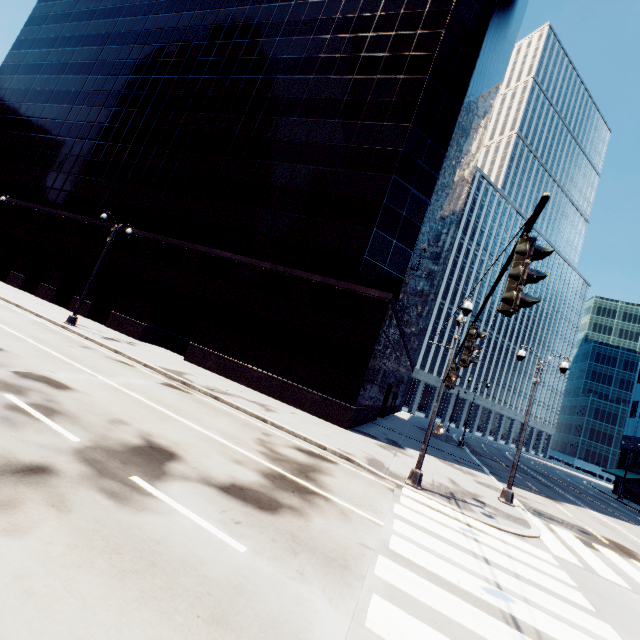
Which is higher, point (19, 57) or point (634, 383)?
point (19, 57)

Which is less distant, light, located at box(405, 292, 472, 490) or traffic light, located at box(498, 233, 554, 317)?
traffic light, located at box(498, 233, 554, 317)

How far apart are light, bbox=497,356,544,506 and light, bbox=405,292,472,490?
5.27m

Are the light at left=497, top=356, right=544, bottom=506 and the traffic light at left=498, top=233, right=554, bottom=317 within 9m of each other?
no

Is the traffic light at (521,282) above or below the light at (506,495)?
above

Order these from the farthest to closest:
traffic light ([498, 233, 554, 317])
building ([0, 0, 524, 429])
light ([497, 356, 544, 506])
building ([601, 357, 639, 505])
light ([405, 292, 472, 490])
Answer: building ([601, 357, 639, 505])
building ([0, 0, 524, 429])
light ([497, 356, 544, 506])
light ([405, 292, 472, 490])
traffic light ([498, 233, 554, 317])

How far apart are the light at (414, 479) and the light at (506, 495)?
5.3m

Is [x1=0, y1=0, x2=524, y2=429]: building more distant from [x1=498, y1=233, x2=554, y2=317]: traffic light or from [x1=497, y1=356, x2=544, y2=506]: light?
[x1=498, y1=233, x2=554, y2=317]: traffic light
